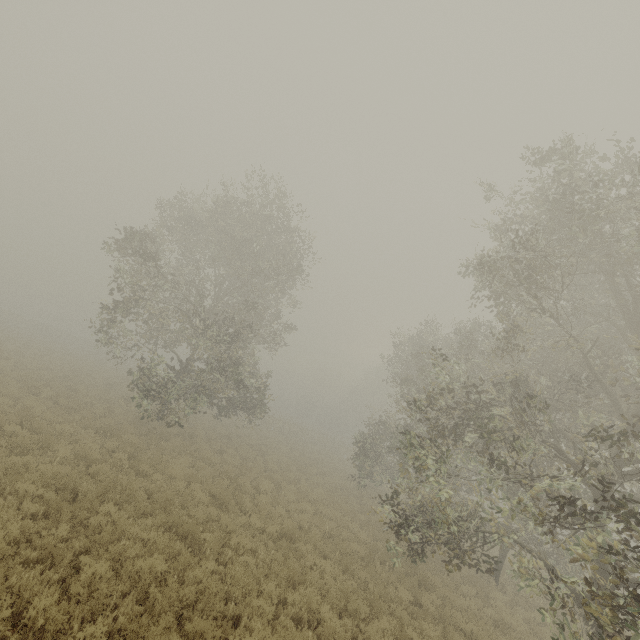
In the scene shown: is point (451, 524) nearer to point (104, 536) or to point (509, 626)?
point (509, 626)
